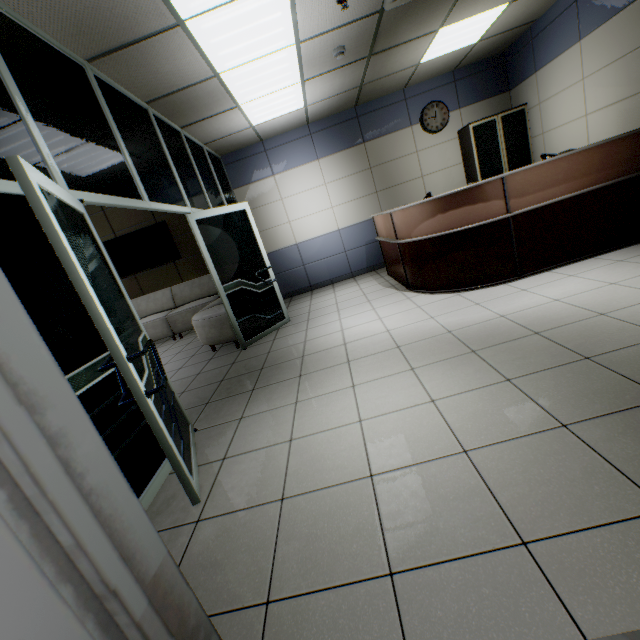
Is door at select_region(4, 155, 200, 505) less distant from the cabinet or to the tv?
the tv

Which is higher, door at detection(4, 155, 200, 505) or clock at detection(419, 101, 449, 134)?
clock at detection(419, 101, 449, 134)

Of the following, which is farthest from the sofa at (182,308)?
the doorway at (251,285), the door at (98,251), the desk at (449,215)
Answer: the desk at (449,215)

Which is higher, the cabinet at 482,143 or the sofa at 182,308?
the cabinet at 482,143

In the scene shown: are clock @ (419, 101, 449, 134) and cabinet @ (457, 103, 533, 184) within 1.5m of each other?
yes

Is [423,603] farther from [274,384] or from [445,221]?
[445,221]

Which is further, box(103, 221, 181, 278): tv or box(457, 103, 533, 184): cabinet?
box(103, 221, 181, 278): tv

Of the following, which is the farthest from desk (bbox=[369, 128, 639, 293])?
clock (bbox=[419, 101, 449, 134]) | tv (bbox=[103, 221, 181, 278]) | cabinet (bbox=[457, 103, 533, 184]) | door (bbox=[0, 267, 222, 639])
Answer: tv (bbox=[103, 221, 181, 278])
